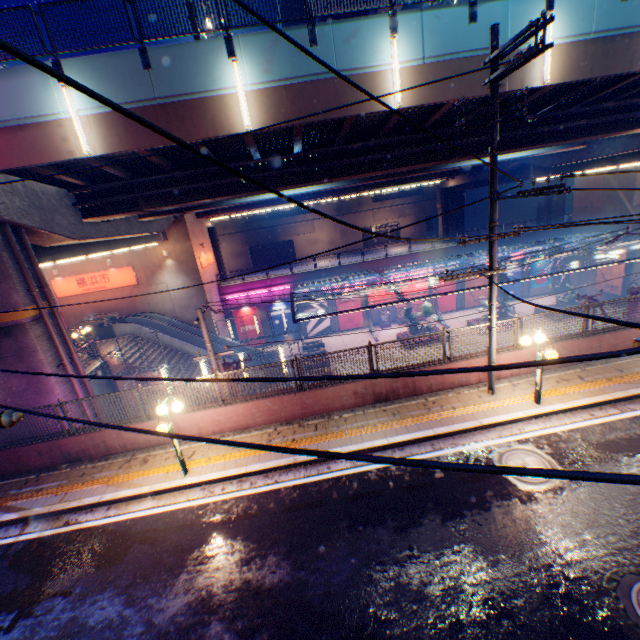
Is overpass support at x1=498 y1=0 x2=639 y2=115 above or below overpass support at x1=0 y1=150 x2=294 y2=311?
above

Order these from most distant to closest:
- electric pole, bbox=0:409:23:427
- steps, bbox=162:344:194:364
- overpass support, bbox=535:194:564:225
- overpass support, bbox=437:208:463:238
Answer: overpass support, bbox=535:194:564:225 < overpass support, bbox=437:208:463:238 < steps, bbox=162:344:194:364 < electric pole, bbox=0:409:23:427

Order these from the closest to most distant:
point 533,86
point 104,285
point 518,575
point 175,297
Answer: point 518,575 → point 533,86 → point 104,285 → point 175,297

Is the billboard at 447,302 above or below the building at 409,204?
below

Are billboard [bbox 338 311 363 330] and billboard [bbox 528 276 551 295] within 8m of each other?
no

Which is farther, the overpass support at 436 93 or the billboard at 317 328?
the billboard at 317 328

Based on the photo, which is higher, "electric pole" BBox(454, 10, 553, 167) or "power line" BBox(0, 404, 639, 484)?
"electric pole" BBox(454, 10, 553, 167)

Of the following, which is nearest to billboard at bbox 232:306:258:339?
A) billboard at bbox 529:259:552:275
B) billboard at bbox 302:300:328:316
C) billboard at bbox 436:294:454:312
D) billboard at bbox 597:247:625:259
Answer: billboard at bbox 302:300:328:316
